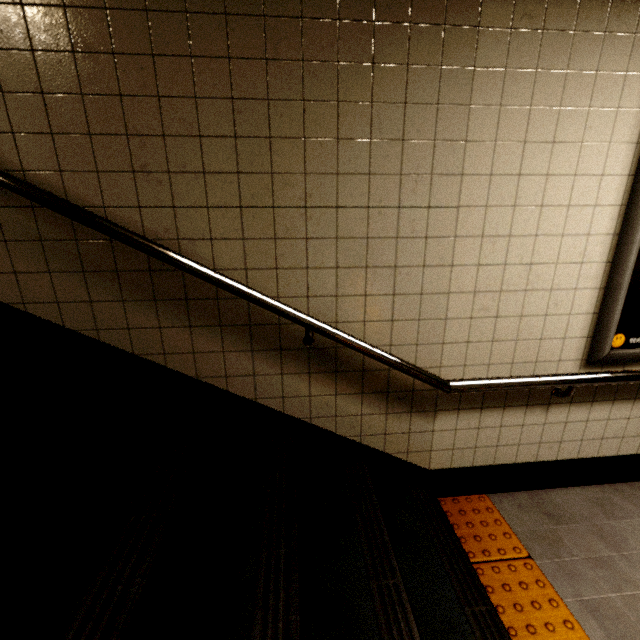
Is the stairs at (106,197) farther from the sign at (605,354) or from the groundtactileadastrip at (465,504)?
the sign at (605,354)

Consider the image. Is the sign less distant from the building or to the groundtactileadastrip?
the building

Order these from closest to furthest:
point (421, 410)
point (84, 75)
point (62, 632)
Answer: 1. point (62, 632)
2. point (84, 75)
3. point (421, 410)

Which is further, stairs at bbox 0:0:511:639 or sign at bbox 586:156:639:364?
sign at bbox 586:156:639:364

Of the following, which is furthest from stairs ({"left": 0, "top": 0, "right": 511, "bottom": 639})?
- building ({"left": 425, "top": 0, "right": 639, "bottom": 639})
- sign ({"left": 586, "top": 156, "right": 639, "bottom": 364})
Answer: sign ({"left": 586, "top": 156, "right": 639, "bottom": 364})

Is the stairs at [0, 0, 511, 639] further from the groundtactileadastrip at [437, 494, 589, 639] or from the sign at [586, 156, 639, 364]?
the sign at [586, 156, 639, 364]

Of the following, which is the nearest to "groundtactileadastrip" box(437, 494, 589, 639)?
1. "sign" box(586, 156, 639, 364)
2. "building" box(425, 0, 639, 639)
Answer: "building" box(425, 0, 639, 639)
